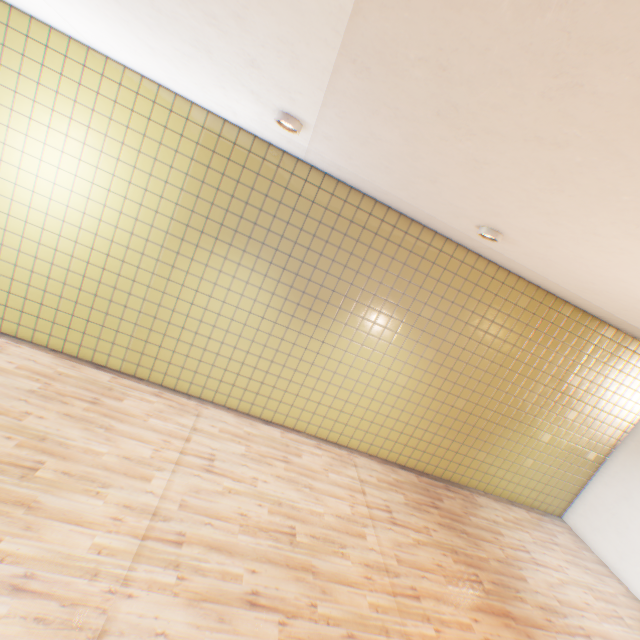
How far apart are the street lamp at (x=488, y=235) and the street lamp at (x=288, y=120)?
2.40m

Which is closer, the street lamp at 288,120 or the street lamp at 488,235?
the street lamp at 288,120

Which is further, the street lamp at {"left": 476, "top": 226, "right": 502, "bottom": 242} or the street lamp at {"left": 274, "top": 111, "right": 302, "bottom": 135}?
the street lamp at {"left": 476, "top": 226, "right": 502, "bottom": 242}

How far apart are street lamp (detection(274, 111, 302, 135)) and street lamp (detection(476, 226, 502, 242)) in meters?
2.4 m

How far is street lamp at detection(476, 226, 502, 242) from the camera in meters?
3.8 m

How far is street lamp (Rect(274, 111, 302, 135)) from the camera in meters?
3.2

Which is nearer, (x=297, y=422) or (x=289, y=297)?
(x=289, y=297)
